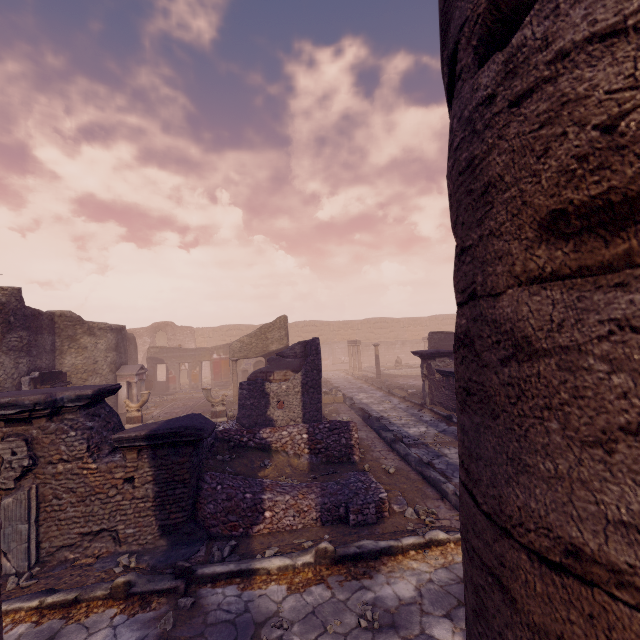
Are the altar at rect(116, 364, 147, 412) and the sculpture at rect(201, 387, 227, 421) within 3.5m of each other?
no

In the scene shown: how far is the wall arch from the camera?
32.3m

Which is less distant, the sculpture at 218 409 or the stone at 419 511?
the stone at 419 511

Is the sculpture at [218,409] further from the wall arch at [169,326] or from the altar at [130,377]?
the wall arch at [169,326]

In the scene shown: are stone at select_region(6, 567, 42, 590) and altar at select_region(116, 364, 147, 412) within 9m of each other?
no

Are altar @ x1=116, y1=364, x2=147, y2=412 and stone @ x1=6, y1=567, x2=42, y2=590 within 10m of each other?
no

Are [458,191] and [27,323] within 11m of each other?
no

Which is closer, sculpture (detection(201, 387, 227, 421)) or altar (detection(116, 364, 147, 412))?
sculpture (detection(201, 387, 227, 421))
